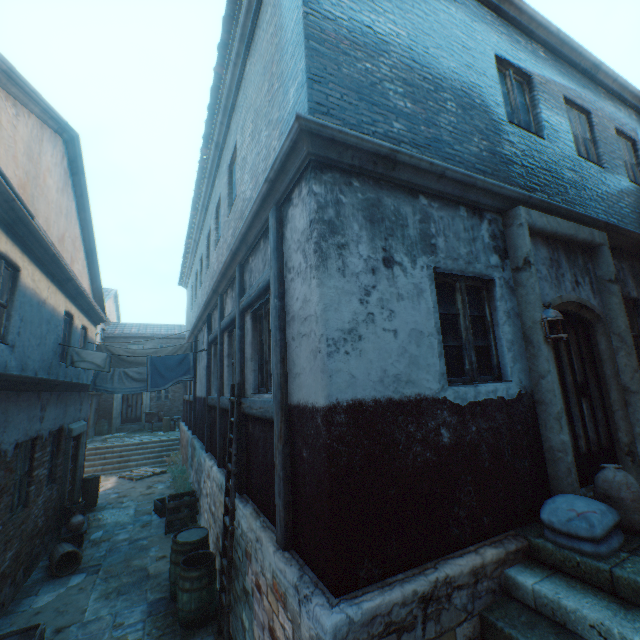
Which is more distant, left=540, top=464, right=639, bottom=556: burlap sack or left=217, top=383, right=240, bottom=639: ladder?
left=217, top=383, right=240, bottom=639: ladder

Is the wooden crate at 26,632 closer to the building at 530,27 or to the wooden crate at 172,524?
the building at 530,27

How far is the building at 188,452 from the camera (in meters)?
6.10

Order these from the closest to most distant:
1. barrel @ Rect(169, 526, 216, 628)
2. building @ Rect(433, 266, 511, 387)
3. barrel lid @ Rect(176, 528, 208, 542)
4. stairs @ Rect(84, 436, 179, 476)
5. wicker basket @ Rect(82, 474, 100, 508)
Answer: building @ Rect(433, 266, 511, 387) < barrel @ Rect(169, 526, 216, 628) < barrel lid @ Rect(176, 528, 208, 542) < wicker basket @ Rect(82, 474, 100, 508) < stairs @ Rect(84, 436, 179, 476)

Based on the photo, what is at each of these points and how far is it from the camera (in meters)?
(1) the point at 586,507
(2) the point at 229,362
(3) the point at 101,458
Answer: (1) burlap sack, 2.97
(2) building, 6.81
(3) stairs, 16.08

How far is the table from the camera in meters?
→ 7.5 m

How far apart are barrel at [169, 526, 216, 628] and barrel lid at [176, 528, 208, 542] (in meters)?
0.15

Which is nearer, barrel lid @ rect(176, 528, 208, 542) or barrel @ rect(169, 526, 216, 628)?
barrel @ rect(169, 526, 216, 628)
